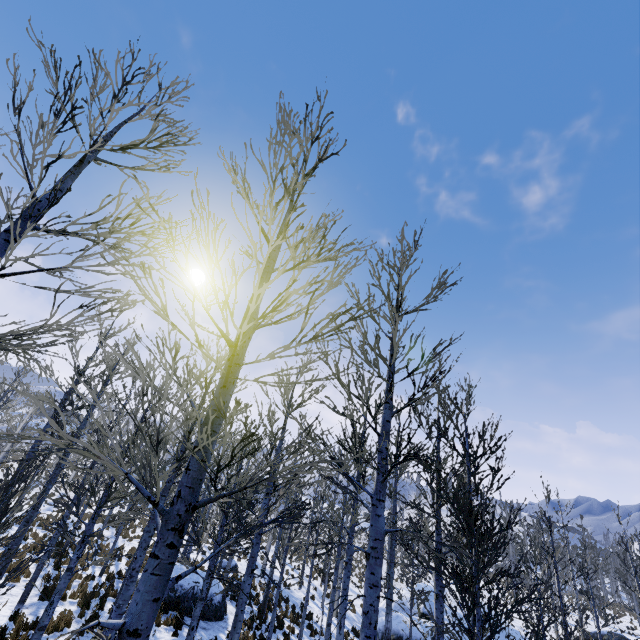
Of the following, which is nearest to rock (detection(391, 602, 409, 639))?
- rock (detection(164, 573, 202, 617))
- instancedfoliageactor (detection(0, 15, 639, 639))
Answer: instancedfoliageactor (detection(0, 15, 639, 639))

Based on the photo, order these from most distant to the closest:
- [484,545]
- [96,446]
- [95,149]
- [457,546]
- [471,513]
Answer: [457,546], [471,513], [484,545], [95,149], [96,446]

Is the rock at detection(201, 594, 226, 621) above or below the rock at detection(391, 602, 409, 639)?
below

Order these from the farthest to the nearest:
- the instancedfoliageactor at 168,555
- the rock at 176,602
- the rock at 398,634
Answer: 1. the rock at 398,634
2. the rock at 176,602
3. the instancedfoliageactor at 168,555

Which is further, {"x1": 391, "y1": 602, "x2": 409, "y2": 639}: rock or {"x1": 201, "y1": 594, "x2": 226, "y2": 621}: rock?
{"x1": 391, "y1": 602, "x2": 409, "y2": 639}: rock

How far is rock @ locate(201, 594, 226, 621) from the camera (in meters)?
14.12

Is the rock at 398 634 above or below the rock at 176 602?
above
